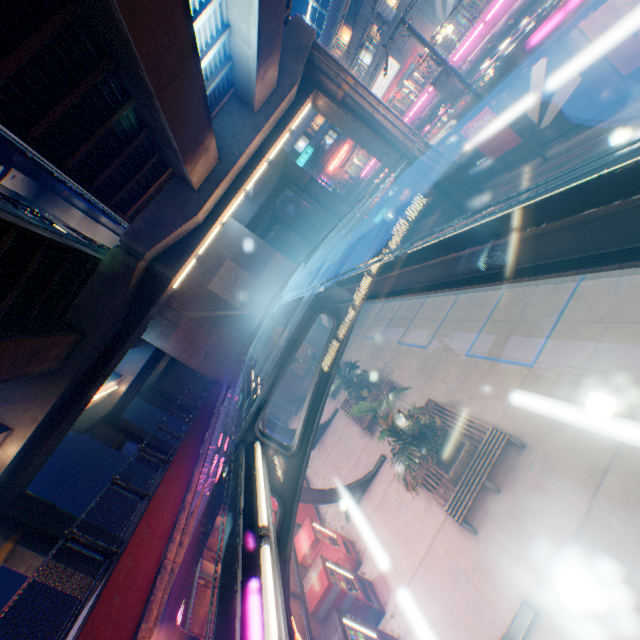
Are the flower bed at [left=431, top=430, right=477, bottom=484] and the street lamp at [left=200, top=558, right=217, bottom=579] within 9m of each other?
yes

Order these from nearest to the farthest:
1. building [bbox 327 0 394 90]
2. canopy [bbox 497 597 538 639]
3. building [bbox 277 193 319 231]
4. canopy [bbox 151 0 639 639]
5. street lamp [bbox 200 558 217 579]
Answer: canopy [bbox 151 0 639 639] < canopy [bbox 497 597 538 639] < street lamp [bbox 200 558 217 579] < building [bbox 327 0 394 90] < building [bbox 277 193 319 231]

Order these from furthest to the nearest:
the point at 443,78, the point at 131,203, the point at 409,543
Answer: the point at 131,203 → the point at 443,78 → the point at 409,543

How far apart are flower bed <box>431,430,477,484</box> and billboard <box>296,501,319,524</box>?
6.2m

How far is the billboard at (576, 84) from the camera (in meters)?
13.49

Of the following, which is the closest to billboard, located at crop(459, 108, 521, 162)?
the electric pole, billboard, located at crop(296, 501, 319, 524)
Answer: the electric pole

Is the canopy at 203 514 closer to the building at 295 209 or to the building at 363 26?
the building at 295 209

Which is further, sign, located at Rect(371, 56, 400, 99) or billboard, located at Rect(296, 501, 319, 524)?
sign, located at Rect(371, 56, 400, 99)
